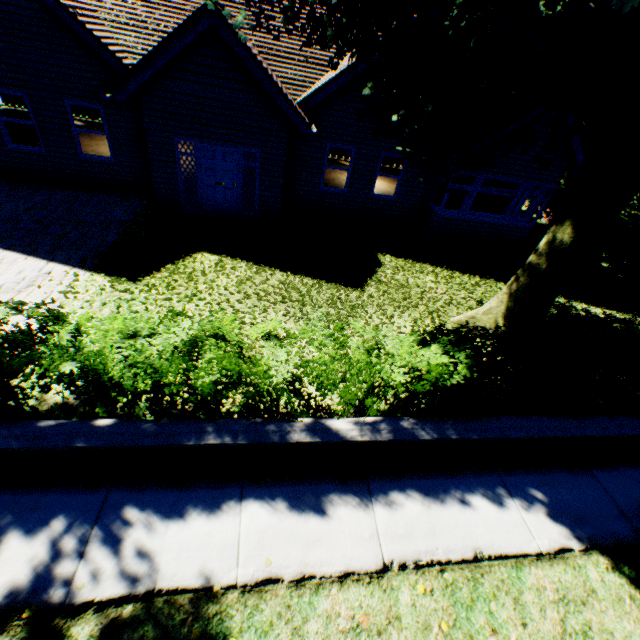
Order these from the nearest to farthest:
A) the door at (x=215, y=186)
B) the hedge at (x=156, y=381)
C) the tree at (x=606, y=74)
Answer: the tree at (x=606, y=74), the hedge at (x=156, y=381), the door at (x=215, y=186)

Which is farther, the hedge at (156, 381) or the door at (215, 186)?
the door at (215, 186)

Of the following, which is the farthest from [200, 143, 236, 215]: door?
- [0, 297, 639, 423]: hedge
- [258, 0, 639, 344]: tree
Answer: [0, 297, 639, 423]: hedge

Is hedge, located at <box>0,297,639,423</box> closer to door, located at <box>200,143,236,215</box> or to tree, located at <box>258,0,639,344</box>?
tree, located at <box>258,0,639,344</box>

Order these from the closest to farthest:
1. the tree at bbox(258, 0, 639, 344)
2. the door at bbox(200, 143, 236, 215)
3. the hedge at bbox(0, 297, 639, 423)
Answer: the tree at bbox(258, 0, 639, 344), the hedge at bbox(0, 297, 639, 423), the door at bbox(200, 143, 236, 215)

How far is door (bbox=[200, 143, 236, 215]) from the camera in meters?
9.9 m

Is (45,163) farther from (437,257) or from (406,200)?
(437,257)
